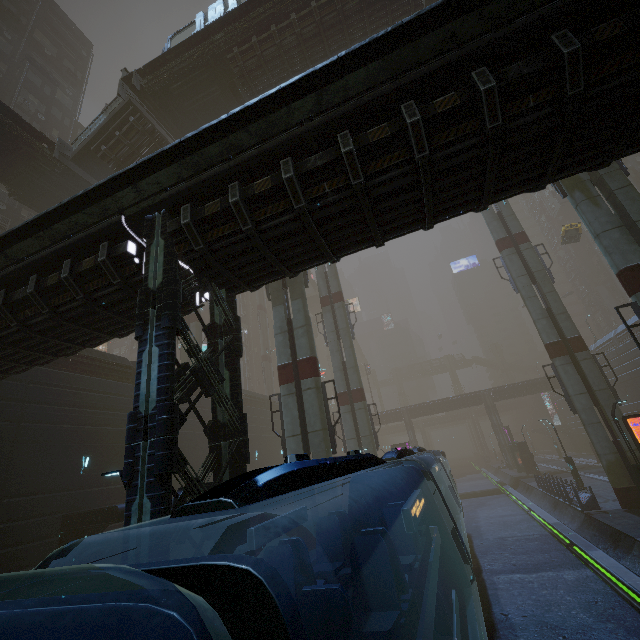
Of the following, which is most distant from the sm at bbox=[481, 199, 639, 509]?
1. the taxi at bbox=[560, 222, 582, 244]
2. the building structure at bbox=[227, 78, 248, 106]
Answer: the building structure at bbox=[227, 78, 248, 106]

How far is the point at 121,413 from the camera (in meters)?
19.88

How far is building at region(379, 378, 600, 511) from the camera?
21.7m

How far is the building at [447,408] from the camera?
21.72m

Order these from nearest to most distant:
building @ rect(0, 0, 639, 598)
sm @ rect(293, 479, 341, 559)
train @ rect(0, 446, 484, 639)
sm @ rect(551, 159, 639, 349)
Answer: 1. train @ rect(0, 446, 484, 639)
2. building @ rect(0, 0, 639, 598)
3. sm @ rect(551, 159, 639, 349)
4. sm @ rect(293, 479, 341, 559)

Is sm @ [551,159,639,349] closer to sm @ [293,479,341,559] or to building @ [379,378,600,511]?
building @ [379,378,600,511]

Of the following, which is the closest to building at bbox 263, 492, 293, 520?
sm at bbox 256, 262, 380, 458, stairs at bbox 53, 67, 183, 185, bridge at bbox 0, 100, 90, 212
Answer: sm at bbox 256, 262, 380, 458

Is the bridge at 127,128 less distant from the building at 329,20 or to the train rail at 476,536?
the building at 329,20
